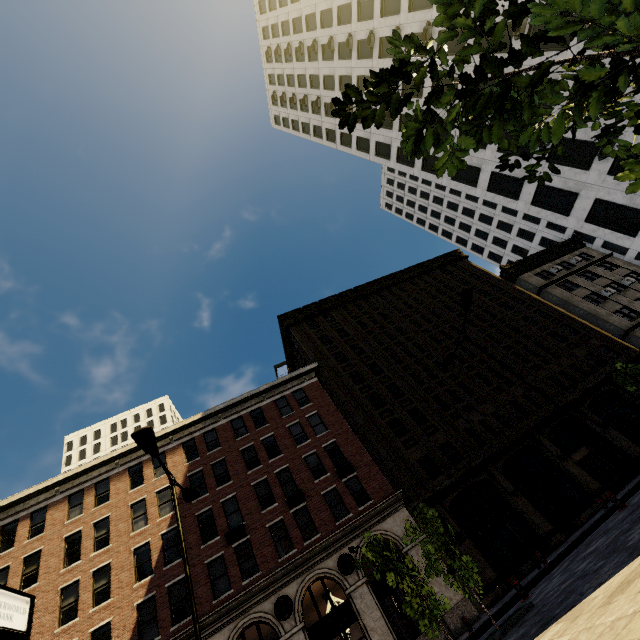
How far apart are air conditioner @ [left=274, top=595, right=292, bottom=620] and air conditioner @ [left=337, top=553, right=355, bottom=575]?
2.9 meters

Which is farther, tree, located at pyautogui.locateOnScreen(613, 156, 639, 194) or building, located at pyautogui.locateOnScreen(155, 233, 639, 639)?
building, located at pyautogui.locateOnScreen(155, 233, 639, 639)

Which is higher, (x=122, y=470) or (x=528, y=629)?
(x=122, y=470)

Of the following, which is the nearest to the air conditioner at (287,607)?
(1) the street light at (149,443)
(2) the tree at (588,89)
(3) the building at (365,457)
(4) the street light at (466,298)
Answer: (3) the building at (365,457)

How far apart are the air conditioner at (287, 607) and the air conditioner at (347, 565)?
2.94m

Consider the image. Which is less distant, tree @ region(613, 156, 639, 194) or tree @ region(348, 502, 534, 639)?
tree @ region(613, 156, 639, 194)

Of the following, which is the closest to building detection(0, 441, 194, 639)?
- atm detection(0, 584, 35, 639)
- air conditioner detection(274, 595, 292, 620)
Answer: air conditioner detection(274, 595, 292, 620)

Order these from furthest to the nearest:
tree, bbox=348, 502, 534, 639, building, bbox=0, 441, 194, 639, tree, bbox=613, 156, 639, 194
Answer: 1. building, bbox=0, 441, 194, 639
2. tree, bbox=348, 502, 534, 639
3. tree, bbox=613, 156, 639, 194
